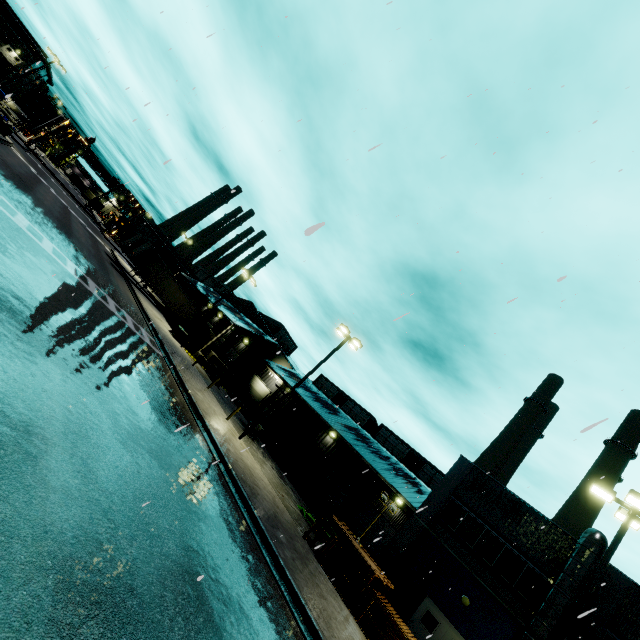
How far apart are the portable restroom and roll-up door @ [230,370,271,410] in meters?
11.8 m

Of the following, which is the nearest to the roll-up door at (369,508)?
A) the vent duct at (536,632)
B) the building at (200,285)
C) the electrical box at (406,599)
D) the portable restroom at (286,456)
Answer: the building at (200,285)

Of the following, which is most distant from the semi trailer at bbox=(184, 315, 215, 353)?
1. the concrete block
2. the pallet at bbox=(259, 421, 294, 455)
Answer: the pallet at bbox=(259, 421, 294, 455)

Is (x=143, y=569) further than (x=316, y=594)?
No

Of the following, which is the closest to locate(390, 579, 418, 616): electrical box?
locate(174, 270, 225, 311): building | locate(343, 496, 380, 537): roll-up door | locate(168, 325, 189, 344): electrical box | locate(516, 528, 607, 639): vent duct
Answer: locate(174, 270, 225, 311): building

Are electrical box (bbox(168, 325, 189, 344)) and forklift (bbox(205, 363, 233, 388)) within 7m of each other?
yes

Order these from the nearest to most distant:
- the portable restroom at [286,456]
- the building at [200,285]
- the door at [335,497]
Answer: the portable restroom at [286,456], the door at [335,497], the building at [200,285]

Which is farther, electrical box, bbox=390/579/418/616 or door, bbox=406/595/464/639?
electrical box, bbox=390/579/418/616
